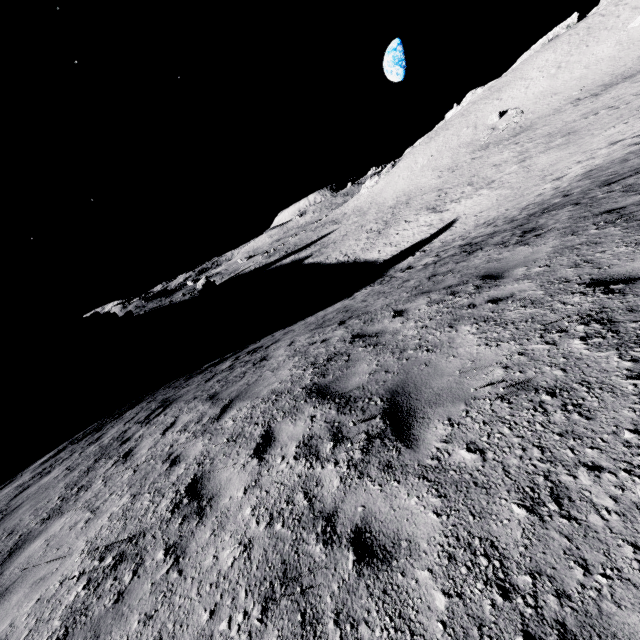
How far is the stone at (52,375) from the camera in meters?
46.7 m

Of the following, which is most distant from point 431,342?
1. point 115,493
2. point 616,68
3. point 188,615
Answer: point 616,68

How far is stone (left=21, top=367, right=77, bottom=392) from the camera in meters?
46.7
